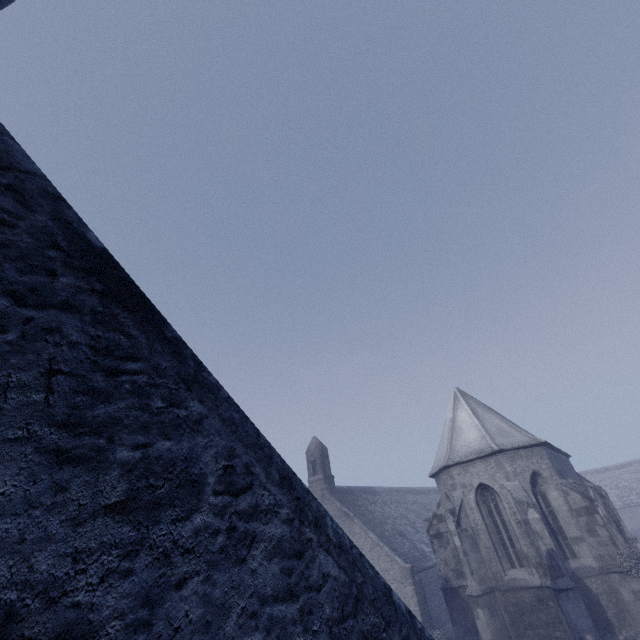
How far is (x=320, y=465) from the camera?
27.0m
